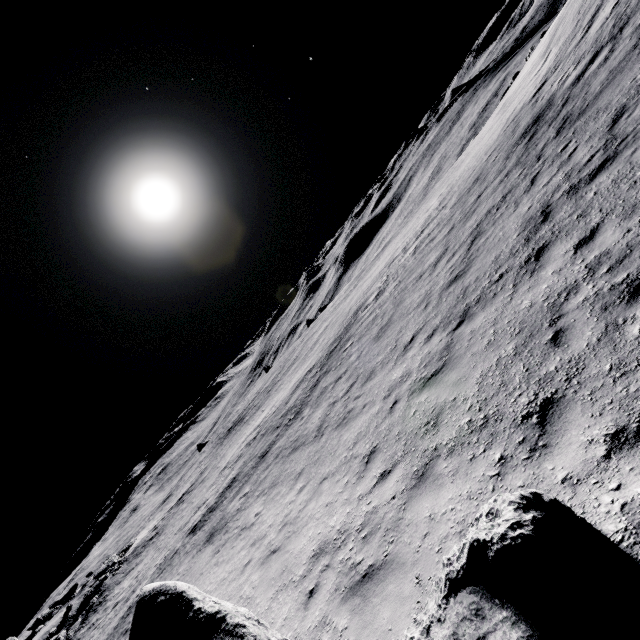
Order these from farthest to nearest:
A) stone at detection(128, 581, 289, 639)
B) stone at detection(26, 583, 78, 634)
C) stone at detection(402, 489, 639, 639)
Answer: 1. stone at detection(26, 583, 78, 634)
2. stone at detection(128, 581, 289, 639)
3. stone at detection(402, 489, 639, 639)

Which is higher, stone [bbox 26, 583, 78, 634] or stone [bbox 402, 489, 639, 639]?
stone [bbox 26, 583, 78, 634]

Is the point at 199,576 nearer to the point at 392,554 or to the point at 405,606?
the point at 392,554

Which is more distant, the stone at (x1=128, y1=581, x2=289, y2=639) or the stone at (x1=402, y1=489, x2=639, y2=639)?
the stone at (x1=128, y1=581, x2=289, y2=639)

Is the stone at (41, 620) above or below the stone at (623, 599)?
above

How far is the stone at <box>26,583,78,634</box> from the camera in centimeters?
3362cm

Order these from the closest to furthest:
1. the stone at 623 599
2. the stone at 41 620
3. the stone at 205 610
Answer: the stone at 623 599
the stone at 205 610
the stone at 41 620

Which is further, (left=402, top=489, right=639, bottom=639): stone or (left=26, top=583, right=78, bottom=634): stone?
(left=26, top=583, right=78, bottom=634): stone
